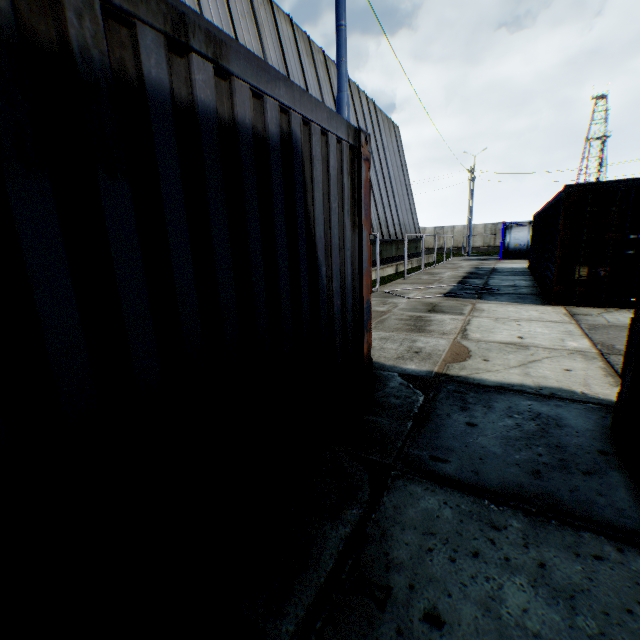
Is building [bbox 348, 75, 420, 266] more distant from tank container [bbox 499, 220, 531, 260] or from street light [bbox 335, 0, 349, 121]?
tank container [bbox 499, 220, 531, 260]

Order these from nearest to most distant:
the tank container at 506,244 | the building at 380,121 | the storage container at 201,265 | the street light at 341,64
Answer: the storage container at 201,265 → the street light at 341,64 → the building at 380,121 → the tank container at 506,244

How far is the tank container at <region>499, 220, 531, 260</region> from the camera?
24.69m

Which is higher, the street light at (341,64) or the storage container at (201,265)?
the street light at (341,64)

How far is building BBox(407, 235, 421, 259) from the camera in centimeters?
2475cm

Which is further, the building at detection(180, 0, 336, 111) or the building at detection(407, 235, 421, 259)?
the building at detection(407, 235, 421, 259)

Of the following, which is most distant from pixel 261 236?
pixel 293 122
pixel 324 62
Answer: pixel 324 62
